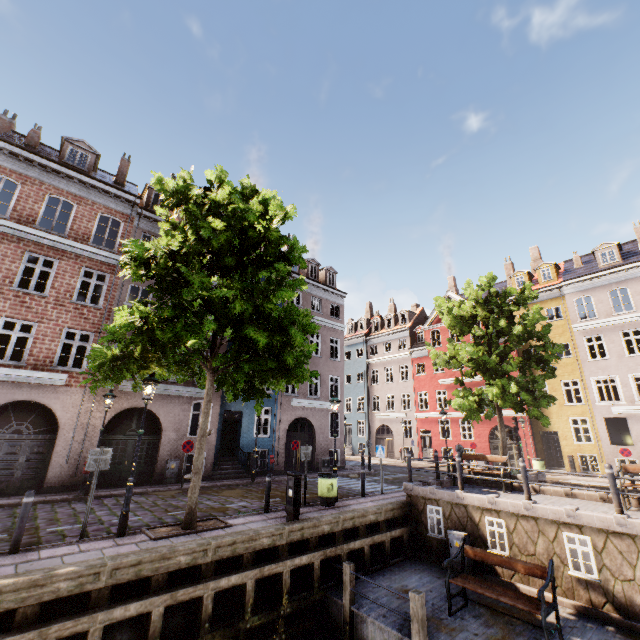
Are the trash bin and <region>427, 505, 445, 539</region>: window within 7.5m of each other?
yes

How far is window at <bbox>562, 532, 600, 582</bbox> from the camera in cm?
787

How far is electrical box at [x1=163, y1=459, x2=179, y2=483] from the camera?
15.0m

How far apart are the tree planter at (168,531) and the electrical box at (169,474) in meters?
7.2

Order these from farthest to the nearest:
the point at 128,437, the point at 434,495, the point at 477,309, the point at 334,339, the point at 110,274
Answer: the point at 334,339 < the point at 477,309 < the point at 110,274 < the point at 128,437 < the point at 434,495

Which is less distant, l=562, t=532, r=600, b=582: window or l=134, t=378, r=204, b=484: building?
l=562, t=532, r=600, b=582: window

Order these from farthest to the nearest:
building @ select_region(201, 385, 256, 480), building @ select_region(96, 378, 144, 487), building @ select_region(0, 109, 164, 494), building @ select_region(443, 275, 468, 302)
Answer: building @ select_region(443, 275, 468, 302) < building @ select_region(201, 385, 256, 480) < building @ select_region(96, 378, 144, 487) < building @ select_region(0, 109, 164, 494)

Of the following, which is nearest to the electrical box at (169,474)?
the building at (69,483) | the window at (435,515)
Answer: the building at (69,483)
